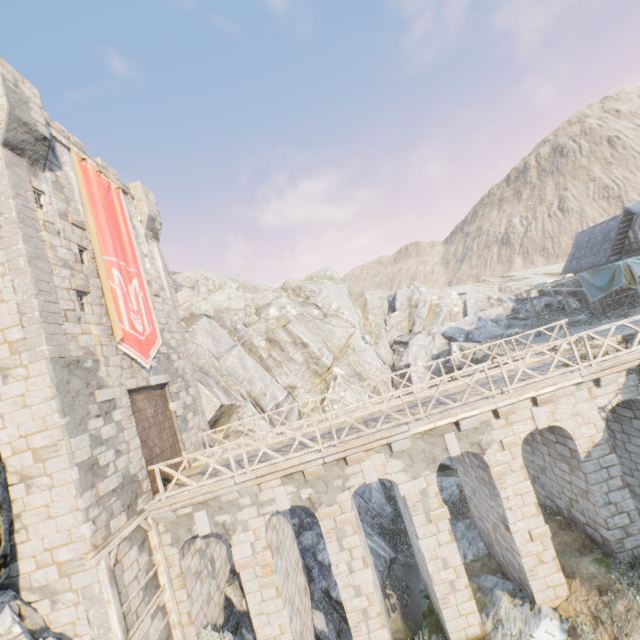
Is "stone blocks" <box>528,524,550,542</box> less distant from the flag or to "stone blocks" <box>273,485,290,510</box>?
"stone blocks" <box>273,485,290,510</box>

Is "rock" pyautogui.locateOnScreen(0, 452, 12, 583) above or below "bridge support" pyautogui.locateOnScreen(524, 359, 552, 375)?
above

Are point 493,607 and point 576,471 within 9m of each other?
yes

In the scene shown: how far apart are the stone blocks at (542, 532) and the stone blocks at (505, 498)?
0.8m

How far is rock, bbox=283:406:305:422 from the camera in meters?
23.2 m

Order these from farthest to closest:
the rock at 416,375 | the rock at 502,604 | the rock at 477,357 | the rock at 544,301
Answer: the rock at 544,301, the rock at 416,375, the rock at 477,357, the rock at 502,604

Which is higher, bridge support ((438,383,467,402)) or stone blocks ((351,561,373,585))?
bridge support ((438,383,467,402))

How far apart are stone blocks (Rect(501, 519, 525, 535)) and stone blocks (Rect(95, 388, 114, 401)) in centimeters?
1374cm
